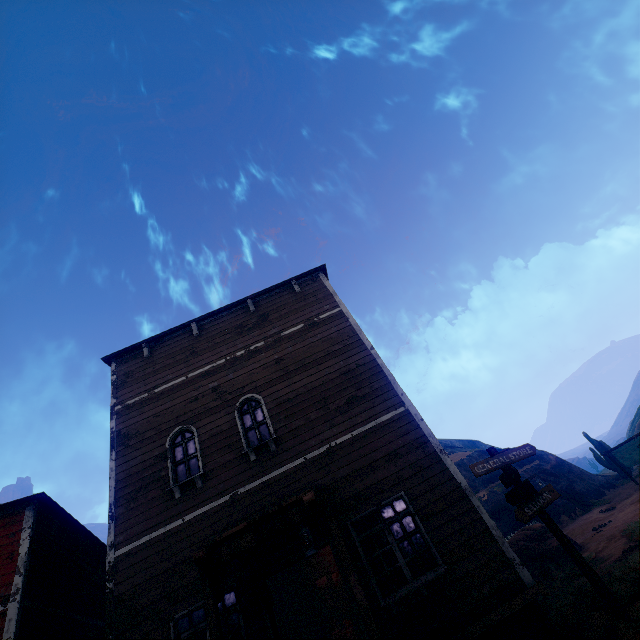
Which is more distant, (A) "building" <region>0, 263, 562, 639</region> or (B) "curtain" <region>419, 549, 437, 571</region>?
(B) "curtain" <region>419, 549, 437, 571</region>

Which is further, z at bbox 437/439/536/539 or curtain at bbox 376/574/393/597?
z at bbox 437/439/536/539

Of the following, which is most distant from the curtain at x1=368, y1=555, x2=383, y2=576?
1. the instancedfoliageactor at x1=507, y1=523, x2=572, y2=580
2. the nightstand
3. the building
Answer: the nightstand

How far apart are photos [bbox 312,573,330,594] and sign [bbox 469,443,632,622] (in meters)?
7.87

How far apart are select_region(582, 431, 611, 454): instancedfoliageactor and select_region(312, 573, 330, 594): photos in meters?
27.6 m

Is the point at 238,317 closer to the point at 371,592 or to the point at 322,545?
the point at 322,545

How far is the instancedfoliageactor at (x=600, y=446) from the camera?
26.9m

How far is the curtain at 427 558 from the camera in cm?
646
